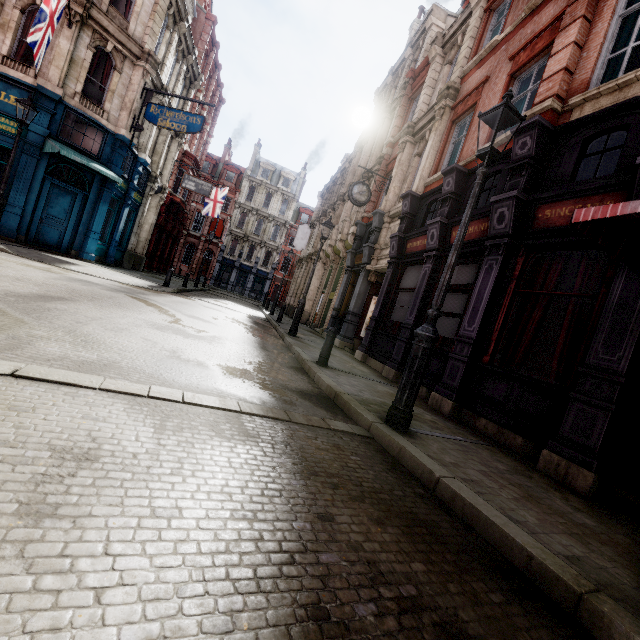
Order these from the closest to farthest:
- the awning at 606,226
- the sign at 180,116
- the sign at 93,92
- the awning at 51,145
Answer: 1. the awning at 606,226
2. the awning at 51,145
3. the sign at 93,92
4. the sign at 180,116

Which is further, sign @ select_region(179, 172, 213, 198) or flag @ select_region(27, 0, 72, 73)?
sign @ select_region(179, 172, 213, 198)

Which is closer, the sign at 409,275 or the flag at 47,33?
the flag at 47,33

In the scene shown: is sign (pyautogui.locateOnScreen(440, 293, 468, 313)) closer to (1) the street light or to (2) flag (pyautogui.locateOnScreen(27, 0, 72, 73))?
(1) the street light

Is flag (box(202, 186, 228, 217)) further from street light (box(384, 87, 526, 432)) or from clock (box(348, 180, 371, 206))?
street light (box(384, 87, 526, 432))

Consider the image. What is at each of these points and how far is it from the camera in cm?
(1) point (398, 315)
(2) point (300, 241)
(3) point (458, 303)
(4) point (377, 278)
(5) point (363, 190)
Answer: (1) sign, 1059
(2) sign, 2848
(3) sign, 789
(4) tunnel, 1406
(5) clock, 1387

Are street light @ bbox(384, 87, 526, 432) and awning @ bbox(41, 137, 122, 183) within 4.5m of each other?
no

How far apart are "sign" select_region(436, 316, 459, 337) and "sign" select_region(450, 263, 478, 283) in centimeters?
89cm
